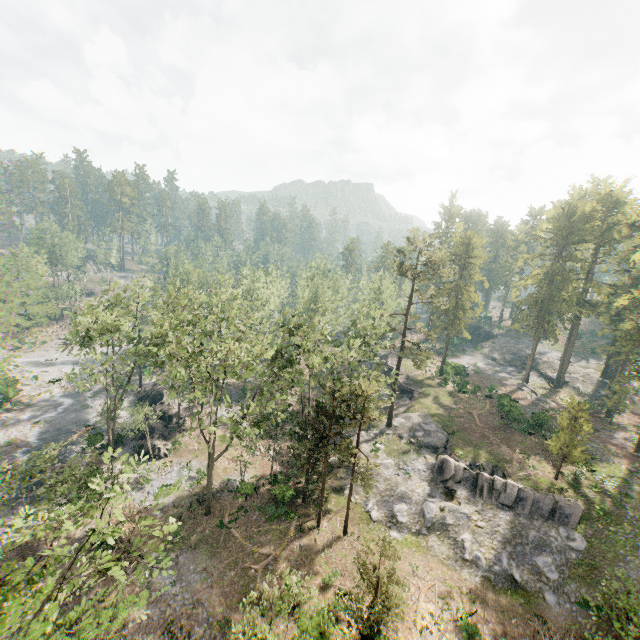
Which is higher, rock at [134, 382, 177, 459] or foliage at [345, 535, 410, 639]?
foliage at [345, 535, 410, 639]

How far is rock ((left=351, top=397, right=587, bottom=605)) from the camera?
25.4m

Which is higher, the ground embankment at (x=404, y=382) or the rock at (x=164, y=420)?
the ground embankment at (x=404, y=382)

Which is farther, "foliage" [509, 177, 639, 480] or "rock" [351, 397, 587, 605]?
"foliage" [509, 177, 639, 480]

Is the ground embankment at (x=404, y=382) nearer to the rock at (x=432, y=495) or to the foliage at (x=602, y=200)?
the rock at (x=432, y=495)

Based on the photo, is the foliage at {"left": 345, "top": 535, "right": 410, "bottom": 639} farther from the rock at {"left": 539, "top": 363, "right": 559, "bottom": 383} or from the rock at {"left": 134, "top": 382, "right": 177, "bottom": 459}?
the rock at {"left": 134, "top": 382, "right": 177, "bottom": 459}

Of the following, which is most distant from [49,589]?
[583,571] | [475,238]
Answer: [475,238]

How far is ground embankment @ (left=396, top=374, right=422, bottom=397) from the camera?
48.8 meters
